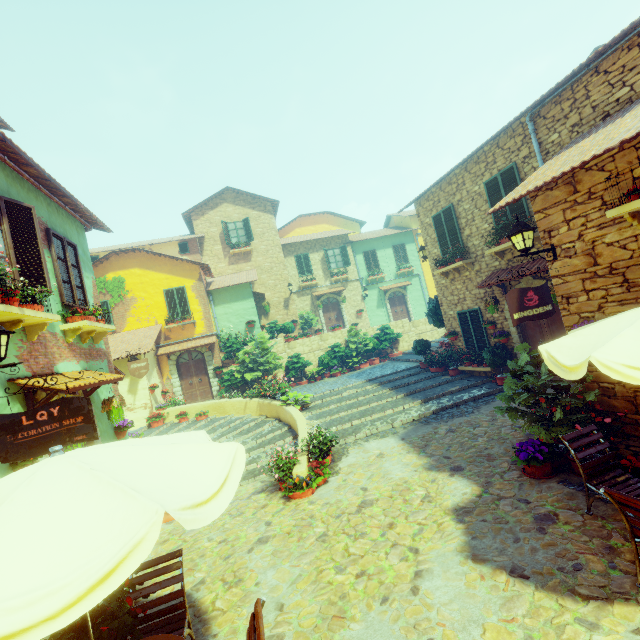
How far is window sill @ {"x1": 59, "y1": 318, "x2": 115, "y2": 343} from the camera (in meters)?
6.53

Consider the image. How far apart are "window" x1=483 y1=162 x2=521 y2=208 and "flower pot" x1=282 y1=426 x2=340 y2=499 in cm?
828

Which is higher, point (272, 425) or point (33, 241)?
point (33, 241)

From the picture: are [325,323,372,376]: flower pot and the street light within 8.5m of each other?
no

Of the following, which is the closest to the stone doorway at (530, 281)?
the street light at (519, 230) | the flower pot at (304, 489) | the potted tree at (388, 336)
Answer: the street light at (519, 230)

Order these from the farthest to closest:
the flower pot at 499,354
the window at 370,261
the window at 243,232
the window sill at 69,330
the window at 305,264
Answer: the window at 370,261 < the window at 305,264 < the window at 243,232 < the flower pot at 499,354 < the window sill at 69,330

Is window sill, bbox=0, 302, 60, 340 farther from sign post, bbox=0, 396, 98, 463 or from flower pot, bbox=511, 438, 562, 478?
flower pot, bbox=511, 438, 562, 478

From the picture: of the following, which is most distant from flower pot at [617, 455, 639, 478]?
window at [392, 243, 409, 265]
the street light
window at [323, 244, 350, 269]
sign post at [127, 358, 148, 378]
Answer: window at [392, 243, 409, 265]
